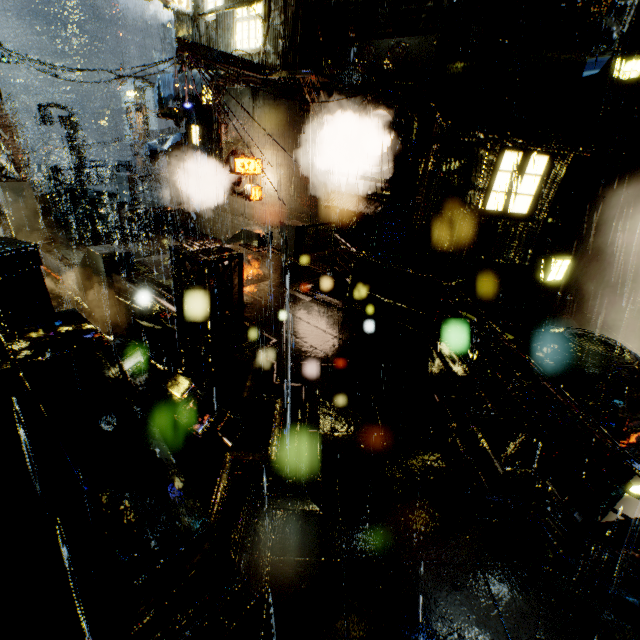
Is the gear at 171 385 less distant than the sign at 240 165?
Yes

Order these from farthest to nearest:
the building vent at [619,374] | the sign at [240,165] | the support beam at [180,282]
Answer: the sign at [240,165]
the building vent at [619,374]
the support beam at [180,282]

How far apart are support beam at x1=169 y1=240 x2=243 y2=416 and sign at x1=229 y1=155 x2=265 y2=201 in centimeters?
1041cm

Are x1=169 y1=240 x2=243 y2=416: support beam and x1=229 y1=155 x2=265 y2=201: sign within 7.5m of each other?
no

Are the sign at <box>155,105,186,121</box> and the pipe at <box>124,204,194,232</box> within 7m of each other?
yes

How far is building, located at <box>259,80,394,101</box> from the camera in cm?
1295

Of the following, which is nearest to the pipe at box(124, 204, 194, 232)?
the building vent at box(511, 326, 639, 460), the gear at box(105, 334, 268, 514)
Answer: the gear at box(105, 334, 268, 514)

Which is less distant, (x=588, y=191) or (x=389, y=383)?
(x=389, y=383)
